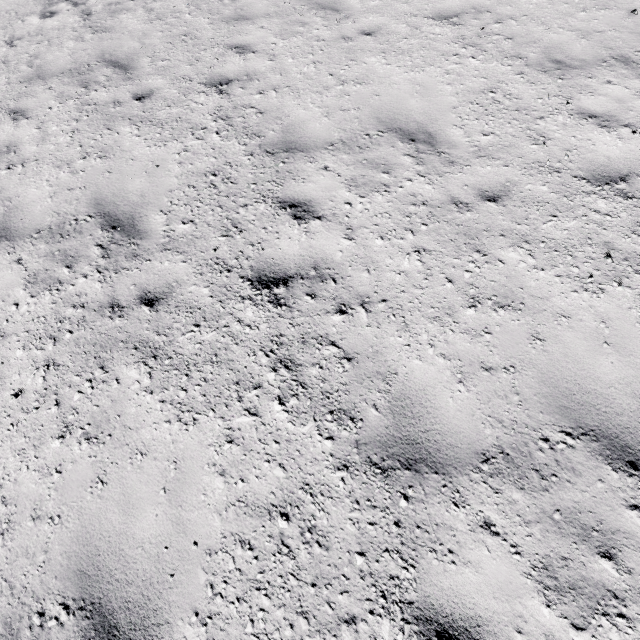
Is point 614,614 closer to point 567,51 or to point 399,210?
point 399,210
